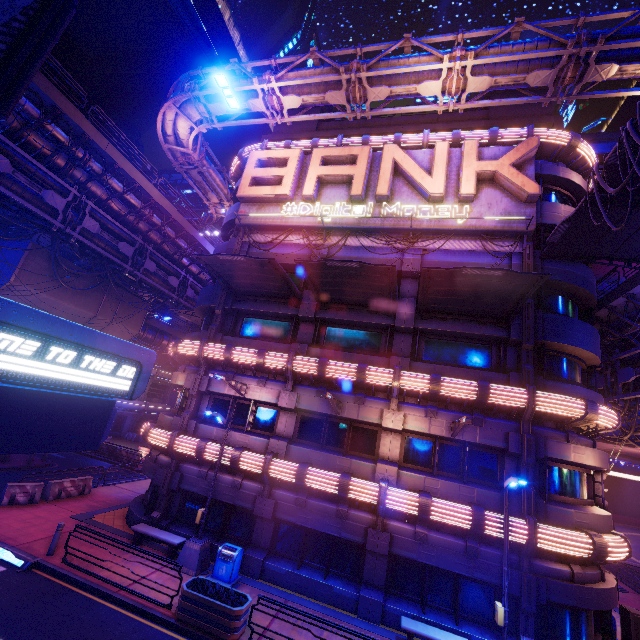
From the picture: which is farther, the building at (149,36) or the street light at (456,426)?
the building at (149,36)

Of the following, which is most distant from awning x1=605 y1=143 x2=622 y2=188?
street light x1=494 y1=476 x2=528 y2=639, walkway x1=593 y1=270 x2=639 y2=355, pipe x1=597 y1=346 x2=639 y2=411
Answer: street light x1=494 y1=476 x2=528 y2=639

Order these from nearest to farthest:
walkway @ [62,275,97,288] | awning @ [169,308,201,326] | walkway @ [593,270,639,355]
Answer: walkway @ [593,270,639,355], walkway @ [62,275,97,288], awning @ [169,308,201,326]

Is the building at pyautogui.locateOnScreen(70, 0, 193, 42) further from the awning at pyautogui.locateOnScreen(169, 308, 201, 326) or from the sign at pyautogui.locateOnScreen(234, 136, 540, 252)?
the sign at pyautogui.locateOnScreen(234, 136, 540, 252)

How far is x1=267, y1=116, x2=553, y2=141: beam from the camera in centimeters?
1934cm

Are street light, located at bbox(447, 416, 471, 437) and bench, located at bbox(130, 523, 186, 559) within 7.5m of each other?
no

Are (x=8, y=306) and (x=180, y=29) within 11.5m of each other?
no

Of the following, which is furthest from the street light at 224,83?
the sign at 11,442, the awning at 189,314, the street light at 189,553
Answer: the awning at 189,314
